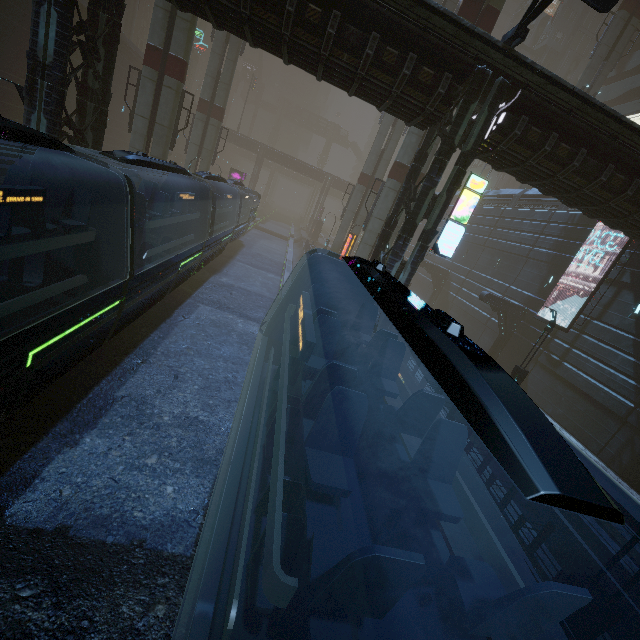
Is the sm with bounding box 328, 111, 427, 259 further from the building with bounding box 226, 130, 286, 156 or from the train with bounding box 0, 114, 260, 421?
the train with bounding box 0, 114, 260, 421

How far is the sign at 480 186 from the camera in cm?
1229

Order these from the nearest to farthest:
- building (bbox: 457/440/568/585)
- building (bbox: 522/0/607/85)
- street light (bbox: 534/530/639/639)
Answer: street light (bbox: 534/530/639/639), building (bbox: 457/440/568/585), building (bbox: 522/0/607/85)

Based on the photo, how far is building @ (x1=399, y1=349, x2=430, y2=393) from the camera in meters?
13.1 m

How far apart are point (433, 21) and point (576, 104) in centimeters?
567cm

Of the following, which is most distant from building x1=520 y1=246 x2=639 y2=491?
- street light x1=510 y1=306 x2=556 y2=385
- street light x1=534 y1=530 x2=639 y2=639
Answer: street light x1=510 y1=306 x2=556 y2=385

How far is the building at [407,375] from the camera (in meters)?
13.14

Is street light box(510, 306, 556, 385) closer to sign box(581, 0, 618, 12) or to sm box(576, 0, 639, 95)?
sign box(581, 0, 618, 12)
